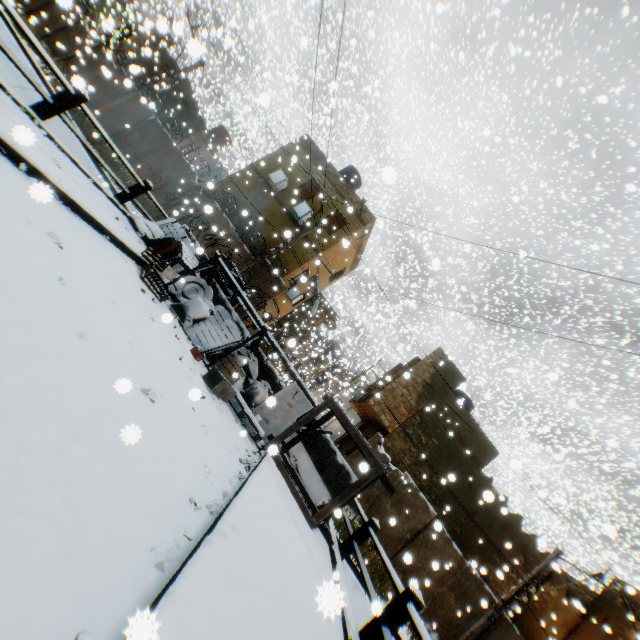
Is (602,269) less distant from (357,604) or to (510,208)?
(510,208)

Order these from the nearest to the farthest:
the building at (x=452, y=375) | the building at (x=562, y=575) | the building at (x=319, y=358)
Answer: the building at (x=562, y=575)
the building at (x=452, y=375)
the building at (x=319, y=358)

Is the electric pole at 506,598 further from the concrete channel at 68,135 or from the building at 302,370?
the building at 302,370

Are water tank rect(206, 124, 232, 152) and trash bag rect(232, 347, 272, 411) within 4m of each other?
no

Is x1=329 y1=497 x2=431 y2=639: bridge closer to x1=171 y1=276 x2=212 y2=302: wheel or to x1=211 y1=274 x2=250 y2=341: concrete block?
x1=211 y1=274 x2=250 y2=341: concrete block

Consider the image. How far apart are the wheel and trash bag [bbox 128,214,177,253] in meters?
0.6

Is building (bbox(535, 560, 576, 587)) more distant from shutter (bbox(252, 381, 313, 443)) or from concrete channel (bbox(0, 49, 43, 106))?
shutter (bbox(252, 381, 313, 443))

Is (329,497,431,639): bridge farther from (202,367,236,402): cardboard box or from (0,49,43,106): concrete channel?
(202,367,236,402): cardboard box
